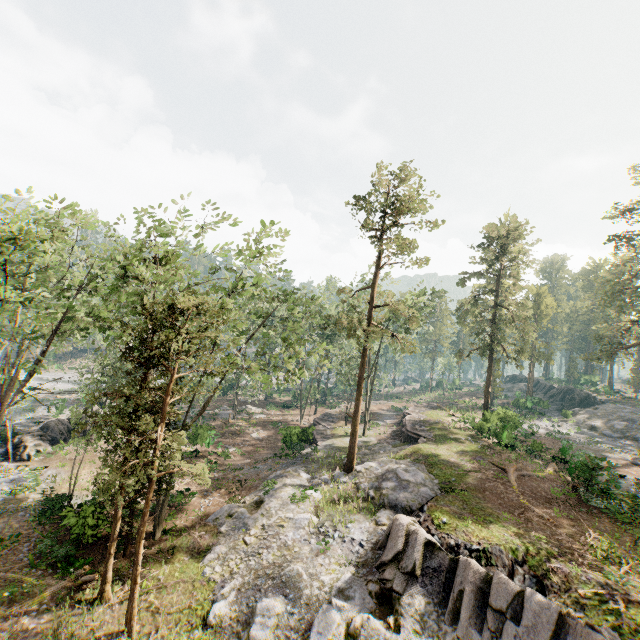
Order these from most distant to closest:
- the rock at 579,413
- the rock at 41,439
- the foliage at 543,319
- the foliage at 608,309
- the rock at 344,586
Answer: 1. the rock at 579,413
2. the foliage at 543,319
3. the foliage at 608,309
4. the rock at 41,439
5. the rock at 344,586

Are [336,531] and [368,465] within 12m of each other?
yes

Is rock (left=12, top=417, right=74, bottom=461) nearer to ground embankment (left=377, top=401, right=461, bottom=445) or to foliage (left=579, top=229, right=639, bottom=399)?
foliage (left=579, top=229, right=639, bottom=399)

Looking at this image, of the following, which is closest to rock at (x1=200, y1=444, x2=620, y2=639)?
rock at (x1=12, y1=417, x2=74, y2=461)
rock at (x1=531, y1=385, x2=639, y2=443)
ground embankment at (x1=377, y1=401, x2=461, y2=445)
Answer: ground embankment at (x1=377, y1=401, x2=461, y2=445)

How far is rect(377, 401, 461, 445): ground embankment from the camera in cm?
3170

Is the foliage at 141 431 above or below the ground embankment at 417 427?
above

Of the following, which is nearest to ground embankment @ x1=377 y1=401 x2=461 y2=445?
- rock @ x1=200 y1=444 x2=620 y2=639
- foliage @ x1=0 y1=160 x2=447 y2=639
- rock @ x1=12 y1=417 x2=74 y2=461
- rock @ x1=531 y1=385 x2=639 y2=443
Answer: rock @ x1=200 y1=444 x2=620 y2=639

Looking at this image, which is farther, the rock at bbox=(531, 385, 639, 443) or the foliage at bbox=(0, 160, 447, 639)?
the rock at bbox=(531, 385, 639, 443)
